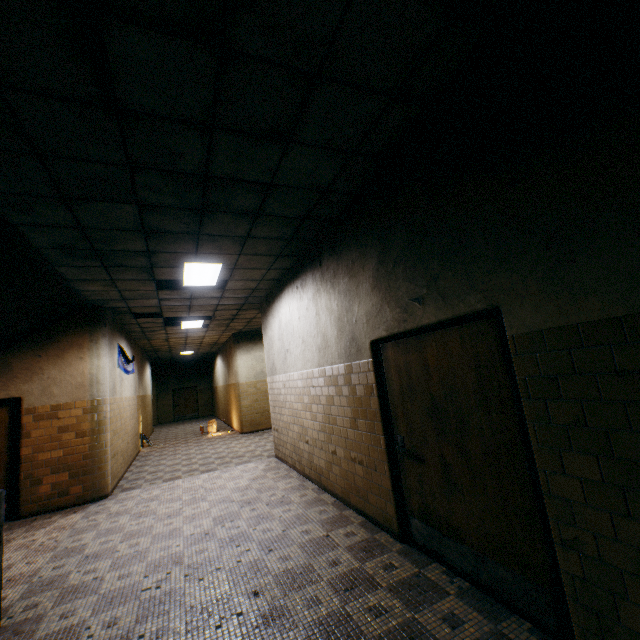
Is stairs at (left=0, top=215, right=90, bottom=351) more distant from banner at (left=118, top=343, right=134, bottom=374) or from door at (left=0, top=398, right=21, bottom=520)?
banner at (left=118, top=343, right=134, bottom=374)

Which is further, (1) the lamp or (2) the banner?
(2) the banner

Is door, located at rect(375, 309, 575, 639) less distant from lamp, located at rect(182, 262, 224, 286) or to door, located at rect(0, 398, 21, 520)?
lamp, located at rect(182, 262, 224, 286)

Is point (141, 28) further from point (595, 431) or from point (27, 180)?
point (595, 431)

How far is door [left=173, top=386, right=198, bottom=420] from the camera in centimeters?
2231cm

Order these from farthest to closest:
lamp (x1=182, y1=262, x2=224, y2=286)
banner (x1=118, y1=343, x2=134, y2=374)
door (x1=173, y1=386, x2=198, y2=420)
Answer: door (x1=173, y1=386, x2=198, y2=420) < banner (x1=118, y1=343, x2=134, y2=374) < lamp (x1=182, y1=262, x2=224, y2=286)

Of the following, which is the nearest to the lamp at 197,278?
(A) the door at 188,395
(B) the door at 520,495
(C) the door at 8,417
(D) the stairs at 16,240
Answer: (D) the stairs at 16,240

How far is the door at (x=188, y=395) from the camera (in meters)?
22.31
